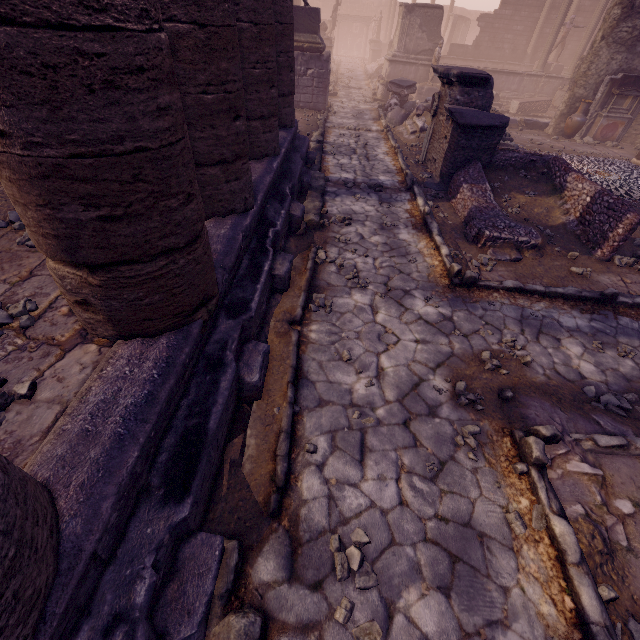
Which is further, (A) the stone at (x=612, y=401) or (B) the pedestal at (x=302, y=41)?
(B) the pedestal at (x=302, y=41)

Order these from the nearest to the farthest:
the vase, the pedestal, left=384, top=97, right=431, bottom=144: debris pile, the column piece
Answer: left=384, top=97, right=431, bottom=144: debris pile < the pedestal < the vase < the column piece

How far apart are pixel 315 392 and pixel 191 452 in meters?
1.6

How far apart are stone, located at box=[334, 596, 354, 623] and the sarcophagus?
22.0m

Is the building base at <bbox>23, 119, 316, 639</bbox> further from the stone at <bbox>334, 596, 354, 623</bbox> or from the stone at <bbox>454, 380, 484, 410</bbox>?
the stone at <bbox>454, 380, 484, 410</bbox>

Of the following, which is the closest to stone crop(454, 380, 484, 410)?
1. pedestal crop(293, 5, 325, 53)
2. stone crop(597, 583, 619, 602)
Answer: stone crop(597, 583, 619, 602)

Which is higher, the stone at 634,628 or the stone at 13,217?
the stone at 13,217

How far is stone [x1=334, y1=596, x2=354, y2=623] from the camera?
2.2m
